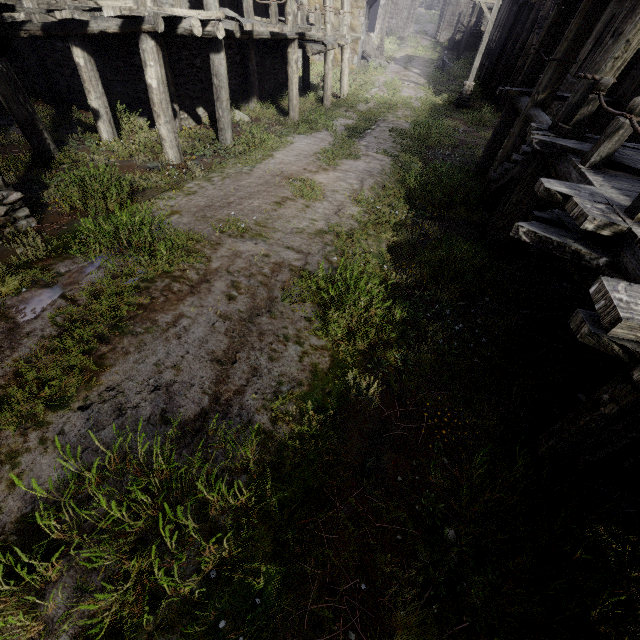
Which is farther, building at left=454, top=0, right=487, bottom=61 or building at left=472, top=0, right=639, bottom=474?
building at left=454, top=0, right=487, bottom=61

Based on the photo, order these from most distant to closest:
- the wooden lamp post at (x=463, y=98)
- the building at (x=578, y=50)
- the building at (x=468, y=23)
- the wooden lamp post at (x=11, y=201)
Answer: the building at (x=468, y=23), the wooden lamp post at (x=463, y=98), the wooden lamp post at (x=11, y=201), the building at (x=578, y=50)

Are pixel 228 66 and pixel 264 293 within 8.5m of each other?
no

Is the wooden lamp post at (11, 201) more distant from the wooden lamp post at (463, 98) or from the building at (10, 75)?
the wooden lamp post at (463, 98)

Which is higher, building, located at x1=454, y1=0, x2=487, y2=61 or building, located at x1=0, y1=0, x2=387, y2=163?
building, located at x1=454, y1=0, x2=487, y2=61

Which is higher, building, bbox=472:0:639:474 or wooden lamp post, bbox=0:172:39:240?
building, bbox=472:0:639:474

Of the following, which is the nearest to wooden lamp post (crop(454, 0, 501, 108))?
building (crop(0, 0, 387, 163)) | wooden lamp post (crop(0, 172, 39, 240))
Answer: building (crop(0, 0, 387, 163))

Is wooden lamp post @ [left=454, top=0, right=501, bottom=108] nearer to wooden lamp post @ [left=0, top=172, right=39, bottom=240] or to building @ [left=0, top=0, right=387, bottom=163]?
building @ [left=0, top=0, right=387, bottom=163]
